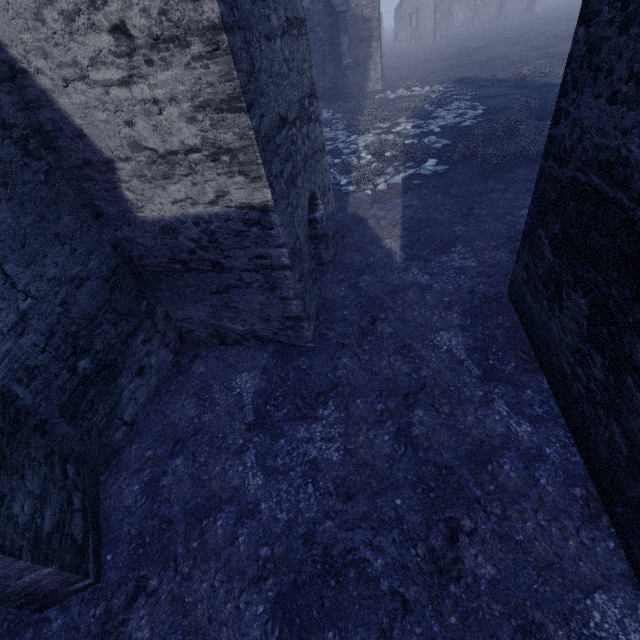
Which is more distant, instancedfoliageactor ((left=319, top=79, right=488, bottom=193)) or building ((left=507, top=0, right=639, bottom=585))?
instancedfoliageactor ((left=319, top=79, right=488, bottom=193))

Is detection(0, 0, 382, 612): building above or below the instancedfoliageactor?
above

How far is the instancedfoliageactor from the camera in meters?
10.5

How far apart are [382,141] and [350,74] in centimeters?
1297cm

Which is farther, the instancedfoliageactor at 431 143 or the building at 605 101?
the instancedfoliageactor at 431 143
